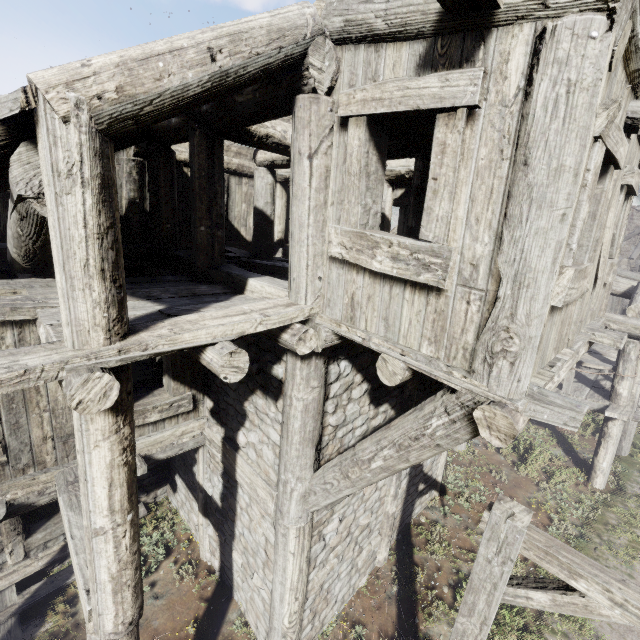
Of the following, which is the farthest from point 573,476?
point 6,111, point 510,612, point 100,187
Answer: point 6,111
